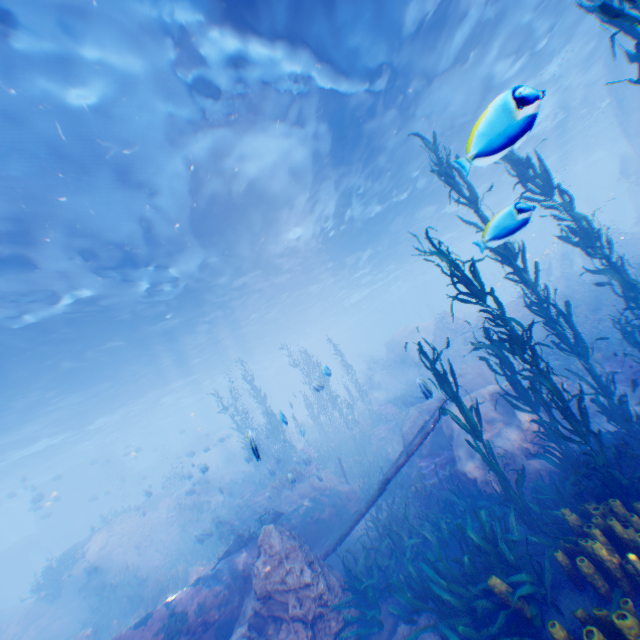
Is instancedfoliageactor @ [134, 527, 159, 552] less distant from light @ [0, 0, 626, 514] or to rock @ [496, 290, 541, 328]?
rock @ [496, 290, 541, 328]

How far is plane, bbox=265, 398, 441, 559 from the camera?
7.5 meters

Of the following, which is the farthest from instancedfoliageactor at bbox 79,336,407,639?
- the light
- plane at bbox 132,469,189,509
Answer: plane at bbox 132,469,189,509

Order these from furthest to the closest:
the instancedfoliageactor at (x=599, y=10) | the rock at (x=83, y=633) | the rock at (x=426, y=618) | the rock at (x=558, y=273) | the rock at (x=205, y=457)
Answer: the rock at (x=558, y=273)
the rock at (x=205, y=457)
the rock at (x=83, y=633)
the rock at (x=426, y=618)
the instancedfoliageactor at (x=599, y=10)

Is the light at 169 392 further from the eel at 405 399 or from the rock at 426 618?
the eel at 405 399

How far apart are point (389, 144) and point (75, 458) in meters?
58.3

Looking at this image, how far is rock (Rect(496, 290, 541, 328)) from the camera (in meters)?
16.91

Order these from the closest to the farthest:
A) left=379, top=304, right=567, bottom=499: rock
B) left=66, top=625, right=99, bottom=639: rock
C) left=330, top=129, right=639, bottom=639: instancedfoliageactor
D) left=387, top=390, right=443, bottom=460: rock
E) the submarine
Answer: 1. left=330, top=129, right=639, bottom=639: instancedfoliageactor
2. left=379, top=304, right=567, bottom=499: rock
3. left=66, top=625, right=99, bottom=639: rock
4. left=387, top=390, right=443, bottom=460: rock
5. the submarine
